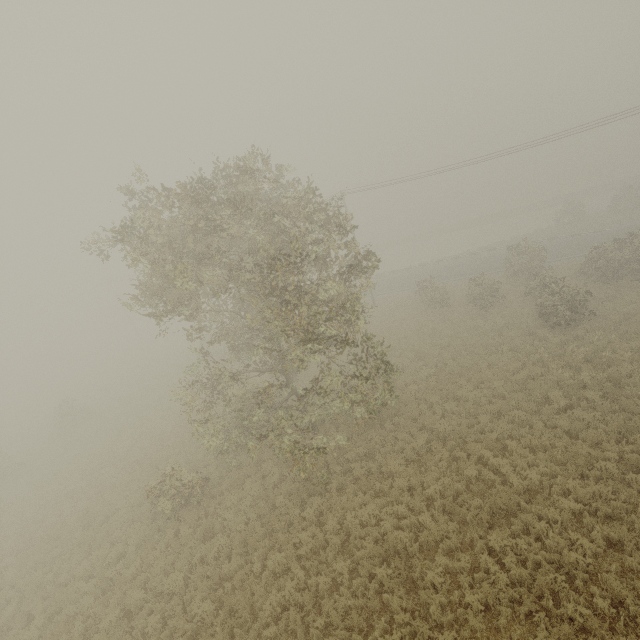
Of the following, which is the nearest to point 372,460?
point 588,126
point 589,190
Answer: point 588,126

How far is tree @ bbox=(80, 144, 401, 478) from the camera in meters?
10.9

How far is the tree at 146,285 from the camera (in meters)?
10.89
